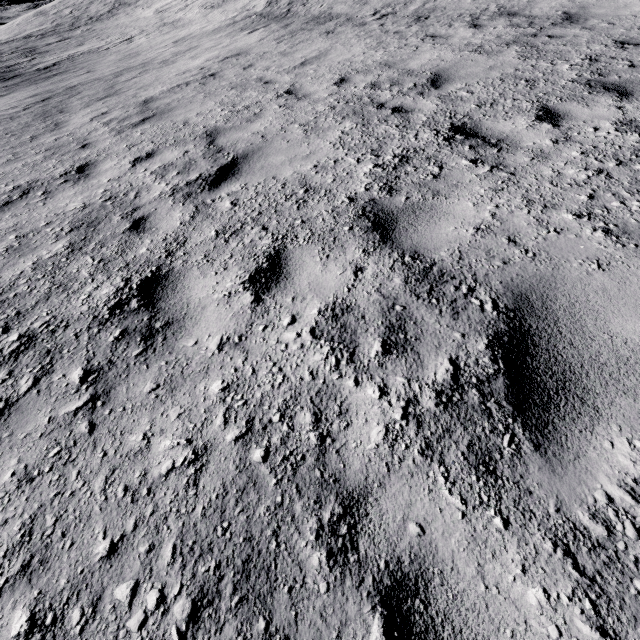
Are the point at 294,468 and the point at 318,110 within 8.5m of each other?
yes
